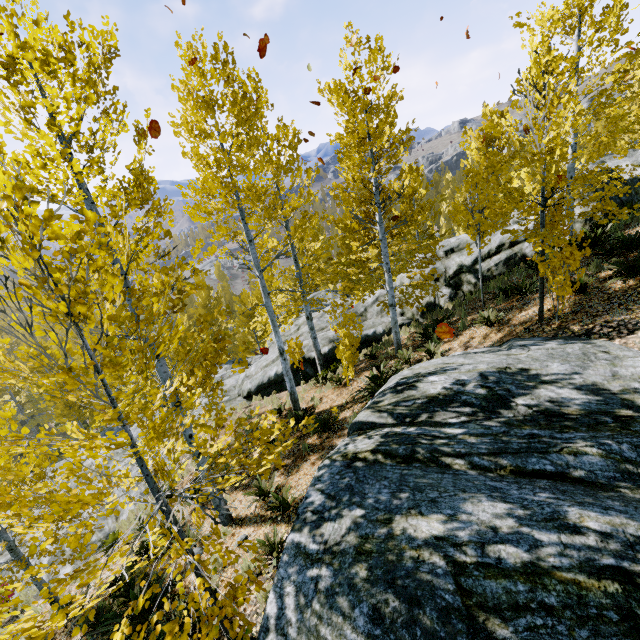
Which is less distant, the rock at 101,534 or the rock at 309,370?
the rock at 101,534

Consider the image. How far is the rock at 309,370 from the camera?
14.5m

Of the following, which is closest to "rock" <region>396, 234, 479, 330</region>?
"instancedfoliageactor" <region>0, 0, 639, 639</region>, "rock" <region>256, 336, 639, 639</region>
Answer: "instancedfoliageactor" <region>0, 0, 639, 639</region>

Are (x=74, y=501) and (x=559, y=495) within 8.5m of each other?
no

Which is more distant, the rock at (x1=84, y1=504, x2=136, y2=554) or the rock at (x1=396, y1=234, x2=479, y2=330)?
the rock at (x1=396, y1=234, x2=479, y2=330)

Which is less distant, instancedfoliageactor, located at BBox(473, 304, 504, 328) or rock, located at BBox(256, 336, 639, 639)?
rock, located at BBox(256, 336, 639, 639)

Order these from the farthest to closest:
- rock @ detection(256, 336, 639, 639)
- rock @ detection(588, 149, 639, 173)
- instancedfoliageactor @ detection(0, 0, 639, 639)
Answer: rock @ detection(588, 149, 639, 173), instancedfoliageactor @ detection(0, 0, 639, 639), rock @ detection(256, 336, 639, 639)
